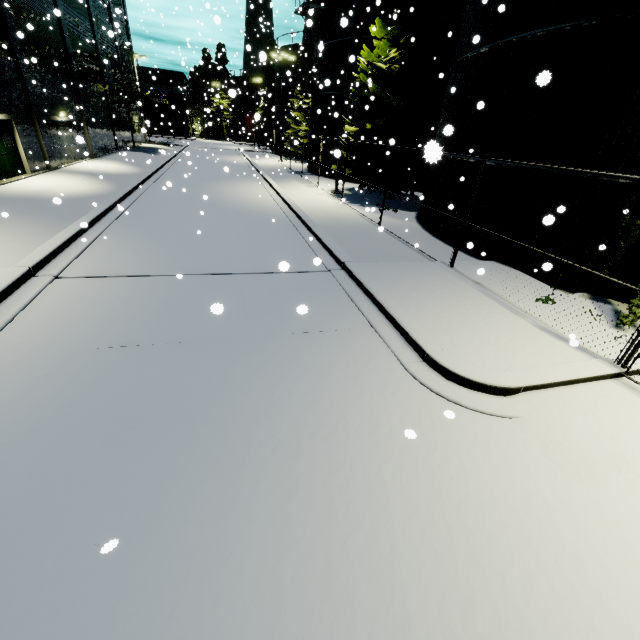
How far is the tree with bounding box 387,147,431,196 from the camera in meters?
17.4 m

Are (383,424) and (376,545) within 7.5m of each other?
yes

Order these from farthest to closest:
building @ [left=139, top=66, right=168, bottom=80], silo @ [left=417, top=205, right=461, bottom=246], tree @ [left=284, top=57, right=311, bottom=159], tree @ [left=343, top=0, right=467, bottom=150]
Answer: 1. building @ [left=139, top=66, right=168, bottom=80]
2. tree @ [left=284, top=57, right=311, bottom=159]
3. tree @ [left=343, top=0, right=467, bottom=150]
4. silo @ [left=417, top=205, right=461, bottom=246]

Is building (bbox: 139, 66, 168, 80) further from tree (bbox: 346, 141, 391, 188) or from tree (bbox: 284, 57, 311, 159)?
tree (bbox: 284, 57, 311, 159)

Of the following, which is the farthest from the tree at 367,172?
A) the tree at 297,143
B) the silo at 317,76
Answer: the tree at 297,143

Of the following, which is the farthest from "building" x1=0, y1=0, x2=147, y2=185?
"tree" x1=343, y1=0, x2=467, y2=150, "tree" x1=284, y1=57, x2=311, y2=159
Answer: "tree" x1=284, y1=57, x2=311, y2=159

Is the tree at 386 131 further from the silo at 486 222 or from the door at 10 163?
the door at 10 163

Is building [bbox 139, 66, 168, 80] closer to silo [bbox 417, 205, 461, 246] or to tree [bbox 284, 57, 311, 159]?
silo [bbox 417, 205, 461, 246]
